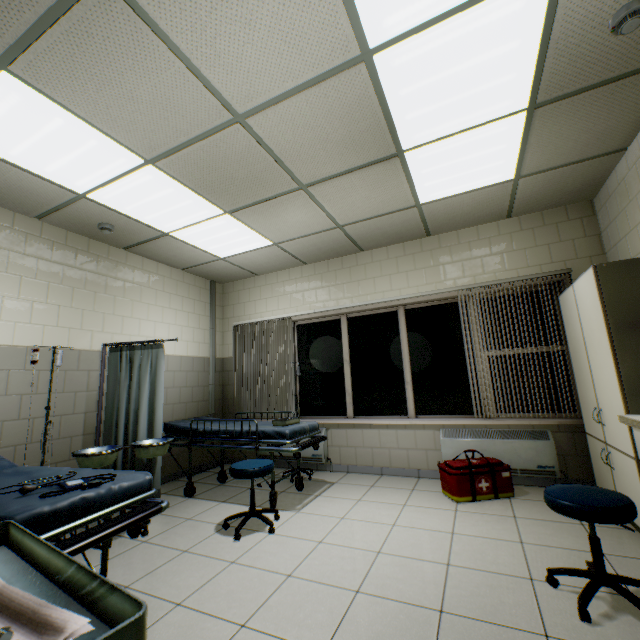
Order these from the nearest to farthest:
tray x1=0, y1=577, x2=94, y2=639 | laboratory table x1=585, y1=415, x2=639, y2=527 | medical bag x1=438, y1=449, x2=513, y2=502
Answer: tray x1=0, y1=577, x2=94, y2=639 → laboratory table x1=585, y1=415, x2=639, y2=527 → medical bag x1=438, y1=449, x2=513, y2=502

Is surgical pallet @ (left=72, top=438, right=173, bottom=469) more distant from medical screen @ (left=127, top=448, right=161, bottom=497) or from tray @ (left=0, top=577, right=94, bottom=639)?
tray @ (left=0, top=577, right=94, bottom=639)

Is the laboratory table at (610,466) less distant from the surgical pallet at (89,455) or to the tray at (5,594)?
A: the tray at (5,594)

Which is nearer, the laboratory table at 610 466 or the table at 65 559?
the table at 65 559

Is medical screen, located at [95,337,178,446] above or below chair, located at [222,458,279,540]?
above

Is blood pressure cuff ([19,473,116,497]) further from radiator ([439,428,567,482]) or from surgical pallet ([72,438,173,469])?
radiator ([439,428,567,482])

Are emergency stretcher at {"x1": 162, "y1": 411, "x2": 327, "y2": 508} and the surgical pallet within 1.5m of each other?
yes

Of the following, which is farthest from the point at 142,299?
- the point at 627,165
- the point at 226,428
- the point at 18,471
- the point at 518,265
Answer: the point at 627,165
